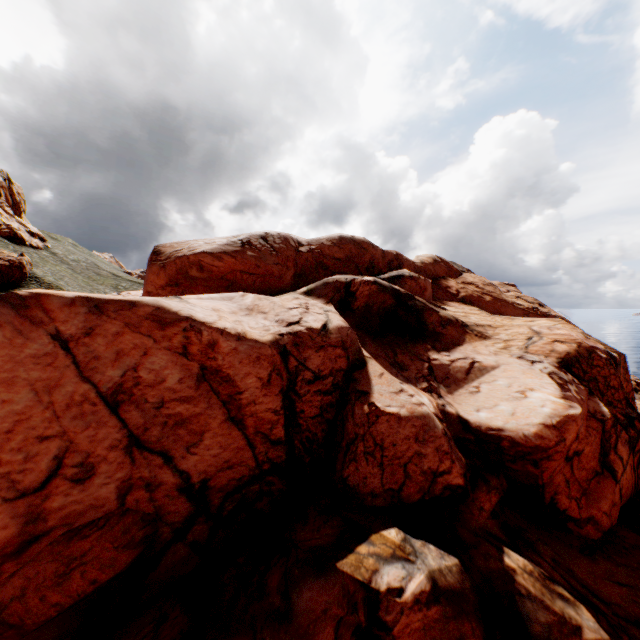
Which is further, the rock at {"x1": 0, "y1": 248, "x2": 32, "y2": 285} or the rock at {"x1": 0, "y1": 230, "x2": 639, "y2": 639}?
the rock at {"x1": 0, "y1": 248, "x2": 32, "y2": 285}

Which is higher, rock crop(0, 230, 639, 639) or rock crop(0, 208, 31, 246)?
rock crop(0, 208, 31, 246)

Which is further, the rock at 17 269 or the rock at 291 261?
the rock at 17 269

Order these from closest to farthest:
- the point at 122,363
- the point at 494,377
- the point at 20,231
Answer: the point at 122,363, the point at 494,377, the point at 20,231
